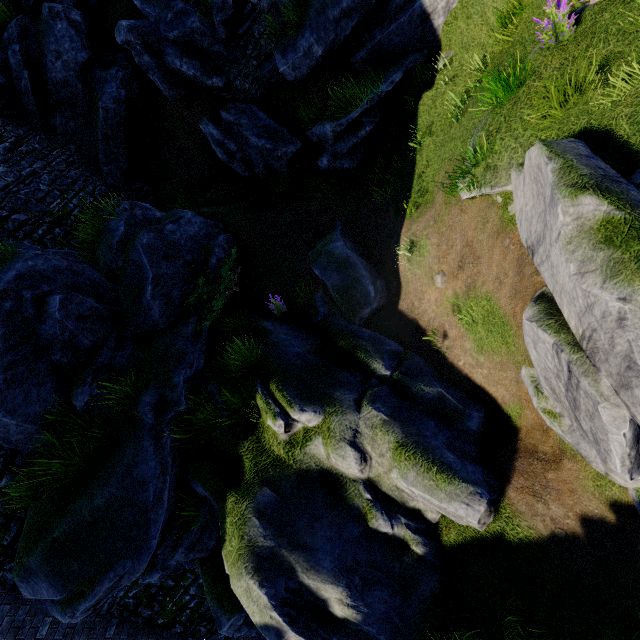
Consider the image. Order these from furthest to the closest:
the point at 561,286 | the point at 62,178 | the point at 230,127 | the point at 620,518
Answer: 1. the point at 62,178
2. the point at 230,127
3. the point at 620,518
4. the point at 561,286

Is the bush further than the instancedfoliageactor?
Yes

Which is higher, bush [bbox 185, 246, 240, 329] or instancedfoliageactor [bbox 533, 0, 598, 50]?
bush [bbox 185, 246, 240, 329]

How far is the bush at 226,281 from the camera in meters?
8.0

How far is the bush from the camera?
8.0m

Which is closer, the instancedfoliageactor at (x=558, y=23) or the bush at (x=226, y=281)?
the instancedfoliageactor at (x=558, y=23)
